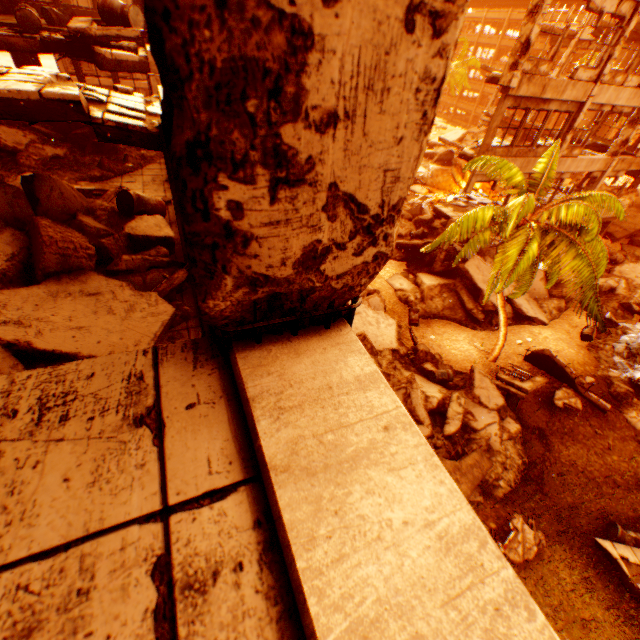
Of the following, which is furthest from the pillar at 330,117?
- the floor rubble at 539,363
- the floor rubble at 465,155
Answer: the floor rubble at 465,155

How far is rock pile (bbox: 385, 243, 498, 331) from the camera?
16.8 meters

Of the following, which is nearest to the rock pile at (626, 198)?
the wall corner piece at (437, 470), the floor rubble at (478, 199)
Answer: the floor rubble at (478, 199)

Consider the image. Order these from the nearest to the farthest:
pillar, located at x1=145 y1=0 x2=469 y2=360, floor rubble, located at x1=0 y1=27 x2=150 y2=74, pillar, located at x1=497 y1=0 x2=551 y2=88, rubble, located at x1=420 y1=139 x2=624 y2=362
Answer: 1. pillar, located at x1=145 y1=0 x2=469 y2=360
2. floor rubble, located at x1=0 y1=27 x2=150 y2=74
3. rubble, located at x1=420 y1=139 x2=624 y2=362
4. pillar, located at x1=497 y1=0 x2=551 y2=88

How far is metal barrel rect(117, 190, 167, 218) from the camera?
7.0 meters

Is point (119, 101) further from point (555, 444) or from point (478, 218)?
point (555, 444)

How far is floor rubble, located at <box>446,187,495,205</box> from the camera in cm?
1875

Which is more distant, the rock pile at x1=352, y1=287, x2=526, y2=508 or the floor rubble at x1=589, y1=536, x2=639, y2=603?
the rock pile at x1=352, y1=287, x2=526, y2=508
